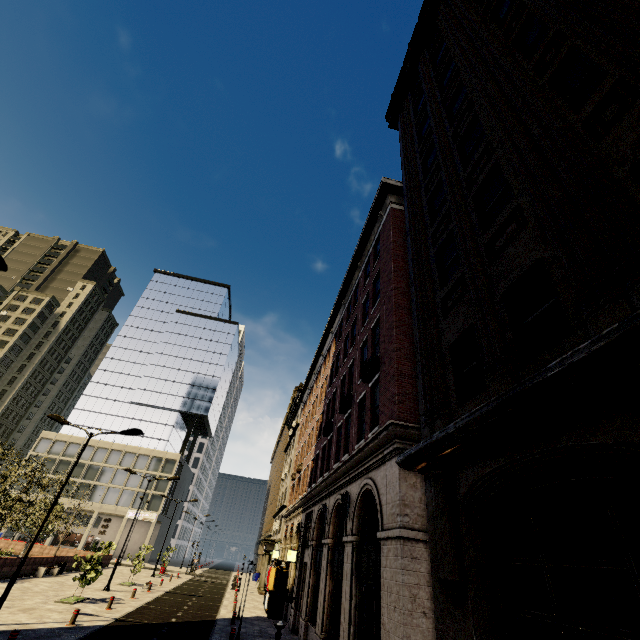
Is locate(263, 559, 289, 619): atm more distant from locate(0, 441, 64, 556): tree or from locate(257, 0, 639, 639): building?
locate(0, 441, 64, 556): tree

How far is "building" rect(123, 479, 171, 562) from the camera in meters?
55.7

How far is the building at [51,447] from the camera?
56.9m

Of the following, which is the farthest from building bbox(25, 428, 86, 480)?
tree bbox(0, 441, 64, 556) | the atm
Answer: tree bbox(0, 441, 64, 556)

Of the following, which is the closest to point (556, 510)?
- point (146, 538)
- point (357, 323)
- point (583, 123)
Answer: point (583, 123)

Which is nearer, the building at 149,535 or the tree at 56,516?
the tree at 56,516

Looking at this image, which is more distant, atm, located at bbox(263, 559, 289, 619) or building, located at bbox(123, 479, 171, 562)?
building, located at bbox(123, 479, 171, 562)
